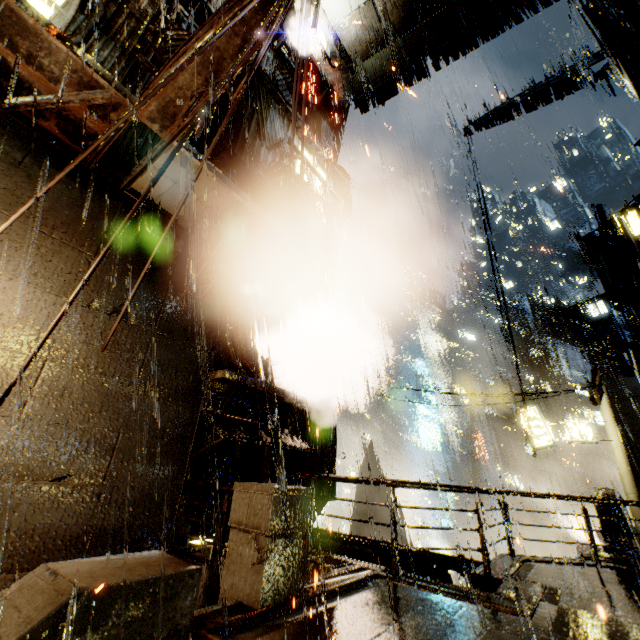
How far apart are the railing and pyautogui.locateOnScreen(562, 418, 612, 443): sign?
18.1 meters

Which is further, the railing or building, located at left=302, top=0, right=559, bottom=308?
building, located at left=302, top=0, right=559, bottom=308

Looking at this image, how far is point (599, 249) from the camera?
56.62m

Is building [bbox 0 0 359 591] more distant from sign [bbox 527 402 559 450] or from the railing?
sign [bbox 527 402 559 450]

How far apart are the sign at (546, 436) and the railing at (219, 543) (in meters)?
18.12

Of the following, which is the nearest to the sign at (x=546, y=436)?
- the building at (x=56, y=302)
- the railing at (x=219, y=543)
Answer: the building at (x=56, y=302)

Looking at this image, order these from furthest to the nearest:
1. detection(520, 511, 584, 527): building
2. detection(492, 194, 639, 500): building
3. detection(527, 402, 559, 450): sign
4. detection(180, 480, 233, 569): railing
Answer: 1. detection(520, 511, 584, 527): building
2. detection(527, 402, 559, 450): sign
3. detection(492, 194, 639, 500): building
4. detection(180, 480, 233, 569): railing
